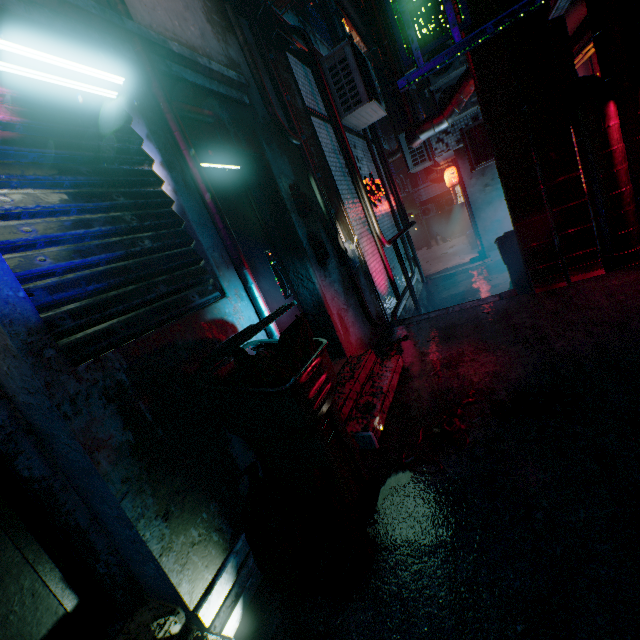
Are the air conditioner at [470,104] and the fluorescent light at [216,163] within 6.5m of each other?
yes

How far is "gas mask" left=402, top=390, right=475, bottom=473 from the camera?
1.9 meters

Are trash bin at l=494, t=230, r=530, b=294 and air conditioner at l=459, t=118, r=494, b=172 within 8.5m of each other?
yes

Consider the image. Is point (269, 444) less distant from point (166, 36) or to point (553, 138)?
point (166, 36)

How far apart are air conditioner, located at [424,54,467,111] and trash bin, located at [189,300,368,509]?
6.98m

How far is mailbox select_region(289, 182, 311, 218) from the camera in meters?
3.2

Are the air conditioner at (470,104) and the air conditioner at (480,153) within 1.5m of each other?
yes

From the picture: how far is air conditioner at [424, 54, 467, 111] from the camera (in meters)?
6.56
